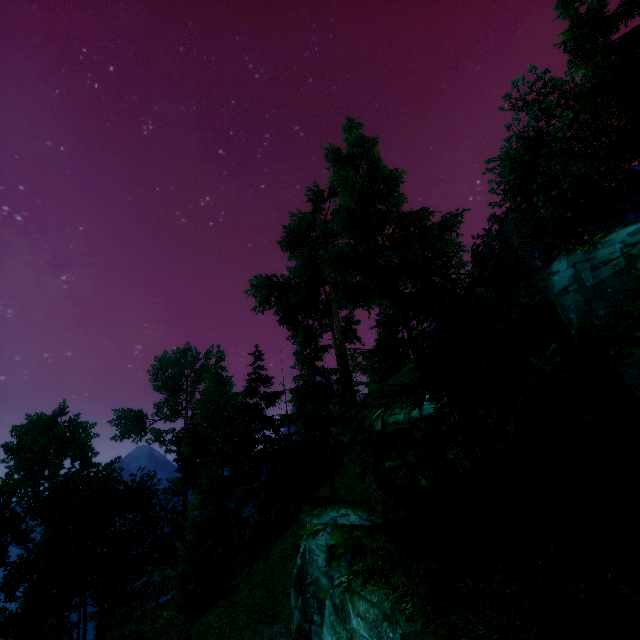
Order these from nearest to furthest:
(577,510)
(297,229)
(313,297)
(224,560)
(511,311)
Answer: (577,510) < (511,311) < (224,560) < (297,229) < (313,297)
